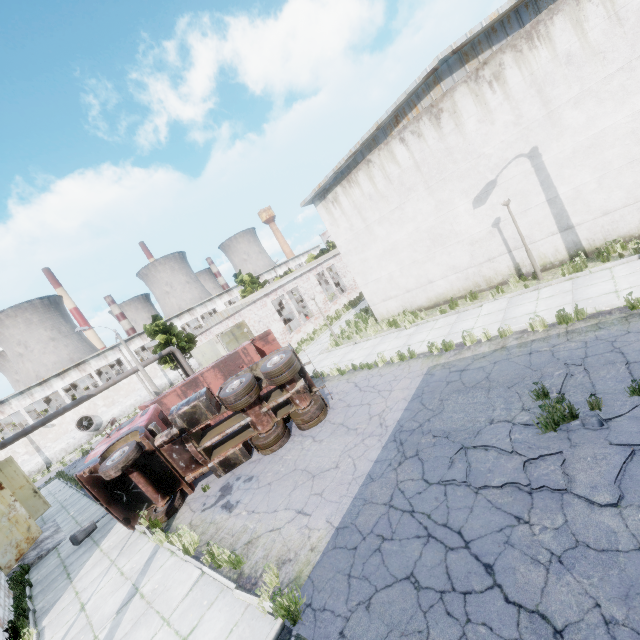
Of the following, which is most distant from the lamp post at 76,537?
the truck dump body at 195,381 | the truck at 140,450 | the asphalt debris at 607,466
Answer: the asphalt debris at 607,466

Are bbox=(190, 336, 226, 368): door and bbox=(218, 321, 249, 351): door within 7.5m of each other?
yes

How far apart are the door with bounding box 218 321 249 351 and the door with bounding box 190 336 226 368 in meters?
5.3 m

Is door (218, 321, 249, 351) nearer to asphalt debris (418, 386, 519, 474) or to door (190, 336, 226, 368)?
door (190, 336, 226, 368)

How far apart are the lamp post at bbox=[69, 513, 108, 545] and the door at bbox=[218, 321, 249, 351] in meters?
12.8 m

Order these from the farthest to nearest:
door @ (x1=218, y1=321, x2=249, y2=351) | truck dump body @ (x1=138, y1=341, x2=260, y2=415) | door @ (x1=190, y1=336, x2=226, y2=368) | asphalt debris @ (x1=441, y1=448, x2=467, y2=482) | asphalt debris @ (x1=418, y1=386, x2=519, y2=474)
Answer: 1. door @ (x1=190, y1=336, x2=226, y2=368)
2. door @ (x1=218, y1=321, x2=249, y2=351)
3. truck dump body @ (x1=138, y1=341, x2=260, y2=415)
4. asphalt debris @ (x1=418, y1=386, x2=519, y2=474)
5. asphalt debris @ (x1=441, y1=448, x2=467, y2=482)

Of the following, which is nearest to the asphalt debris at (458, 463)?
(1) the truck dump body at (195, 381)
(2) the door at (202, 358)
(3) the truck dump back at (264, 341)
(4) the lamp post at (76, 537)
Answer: (4) the lamp post at (76, 537)

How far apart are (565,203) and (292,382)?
11.8m
